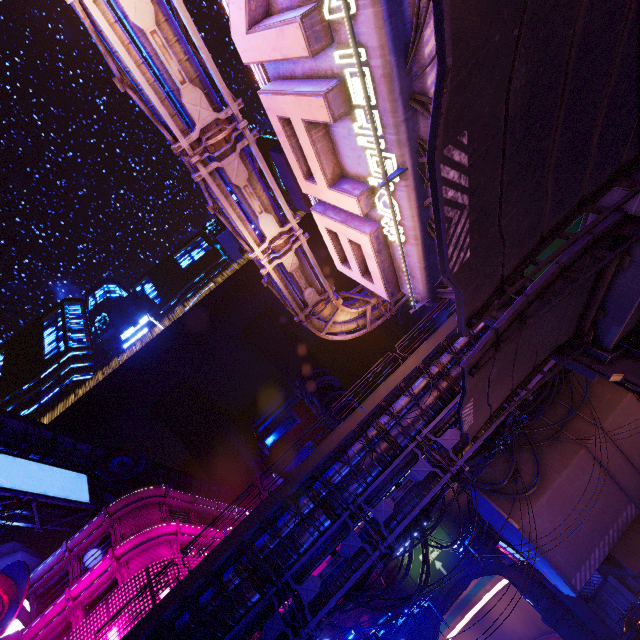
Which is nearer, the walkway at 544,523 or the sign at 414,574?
the walkway at 544,523

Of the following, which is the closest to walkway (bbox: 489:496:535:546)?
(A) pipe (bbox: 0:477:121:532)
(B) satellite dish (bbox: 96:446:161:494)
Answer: (B) satellite dish (bbox: 96:446:161:494)

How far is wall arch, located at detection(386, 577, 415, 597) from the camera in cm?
4075

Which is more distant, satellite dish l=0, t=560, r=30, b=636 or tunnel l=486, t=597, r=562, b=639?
tunnel l=486, t=597, r=562, b=639

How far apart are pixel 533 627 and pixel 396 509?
53.94m

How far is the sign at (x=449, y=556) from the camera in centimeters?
4016cm

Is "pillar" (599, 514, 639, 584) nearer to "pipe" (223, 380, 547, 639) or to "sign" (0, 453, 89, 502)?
Result: "pipe" (223, 380, 547, 639)

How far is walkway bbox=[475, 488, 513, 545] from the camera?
17.1m
